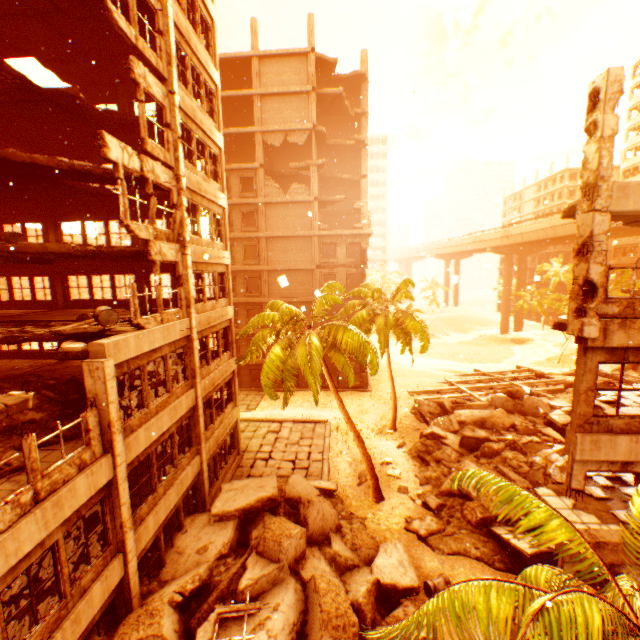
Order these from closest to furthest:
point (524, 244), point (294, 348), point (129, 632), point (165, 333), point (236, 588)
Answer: point (129, 632)
point (236, 588)
point (165, 333)
point (294, 348)
point (524, 244)

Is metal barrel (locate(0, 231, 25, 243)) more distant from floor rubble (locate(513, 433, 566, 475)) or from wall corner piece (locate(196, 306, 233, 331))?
floor rubble (locate(513, 433, 566, 475))

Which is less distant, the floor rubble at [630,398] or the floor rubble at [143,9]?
the floor rubble at [630,398]

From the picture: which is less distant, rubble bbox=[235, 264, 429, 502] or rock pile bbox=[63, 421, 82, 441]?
rock pile bbox=[63, 421, 82, 441]

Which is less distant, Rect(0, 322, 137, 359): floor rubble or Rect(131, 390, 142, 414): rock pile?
Rect(0, 322, 137, 359): floor rubble

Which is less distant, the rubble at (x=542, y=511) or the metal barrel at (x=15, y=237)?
the rubble at (x=542, y=511)

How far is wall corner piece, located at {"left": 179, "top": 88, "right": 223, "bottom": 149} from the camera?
12.8m

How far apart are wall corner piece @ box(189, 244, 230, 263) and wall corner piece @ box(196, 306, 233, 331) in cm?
216
